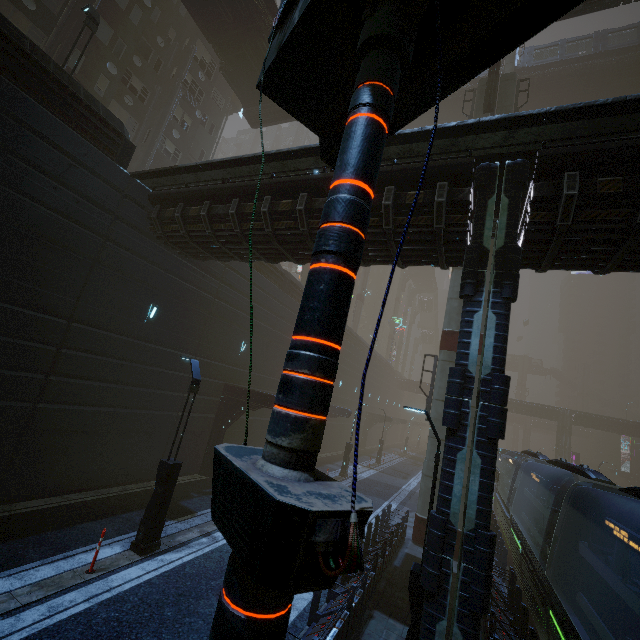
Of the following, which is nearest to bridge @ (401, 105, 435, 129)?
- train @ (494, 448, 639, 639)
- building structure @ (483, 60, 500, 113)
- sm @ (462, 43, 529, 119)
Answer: sm @ (462, 43, 529, 119)

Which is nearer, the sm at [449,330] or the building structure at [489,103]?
the sm at [449,330]

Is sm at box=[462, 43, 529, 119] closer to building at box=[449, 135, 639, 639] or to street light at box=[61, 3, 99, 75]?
building at box=[449, 135, 639, 639]

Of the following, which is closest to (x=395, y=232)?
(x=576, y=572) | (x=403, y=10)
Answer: (x=403, y=10)

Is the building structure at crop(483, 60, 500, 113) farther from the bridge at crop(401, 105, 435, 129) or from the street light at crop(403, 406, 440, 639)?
the street light at crop(403, 406, 440, 639)

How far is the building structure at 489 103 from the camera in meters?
19.0

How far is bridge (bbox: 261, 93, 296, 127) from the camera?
24.51m

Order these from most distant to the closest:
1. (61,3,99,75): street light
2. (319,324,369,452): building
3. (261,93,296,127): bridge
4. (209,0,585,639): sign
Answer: (319,324,369,452): building, (261,93,296,127): bridge, (61,3,99,75): street light, (209,0,585,639): sign
